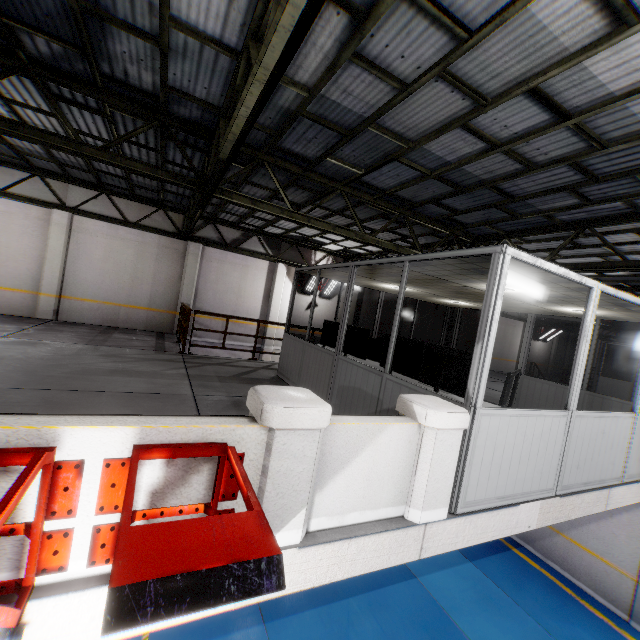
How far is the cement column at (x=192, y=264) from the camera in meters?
13.0 m

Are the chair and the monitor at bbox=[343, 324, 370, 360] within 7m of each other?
yes

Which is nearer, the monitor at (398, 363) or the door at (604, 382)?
the monitor at (398, 363)

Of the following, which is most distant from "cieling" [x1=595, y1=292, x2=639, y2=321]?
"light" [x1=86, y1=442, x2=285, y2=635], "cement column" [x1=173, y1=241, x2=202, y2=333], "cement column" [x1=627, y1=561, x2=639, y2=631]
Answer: "cement column" [x1=173, y1=241, x2=202, y2=333]

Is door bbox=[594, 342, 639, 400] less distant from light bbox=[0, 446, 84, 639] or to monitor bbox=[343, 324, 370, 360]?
monitor bbox=[343, 324, 370, 360]

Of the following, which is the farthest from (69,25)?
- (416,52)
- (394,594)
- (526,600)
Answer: (526,600)

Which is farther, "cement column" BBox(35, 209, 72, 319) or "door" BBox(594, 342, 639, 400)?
"door" BBox(594, 342, 639, 400)

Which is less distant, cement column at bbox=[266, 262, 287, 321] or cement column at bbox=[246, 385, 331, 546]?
cement column at bbox=[246, 385, 331, 546]
